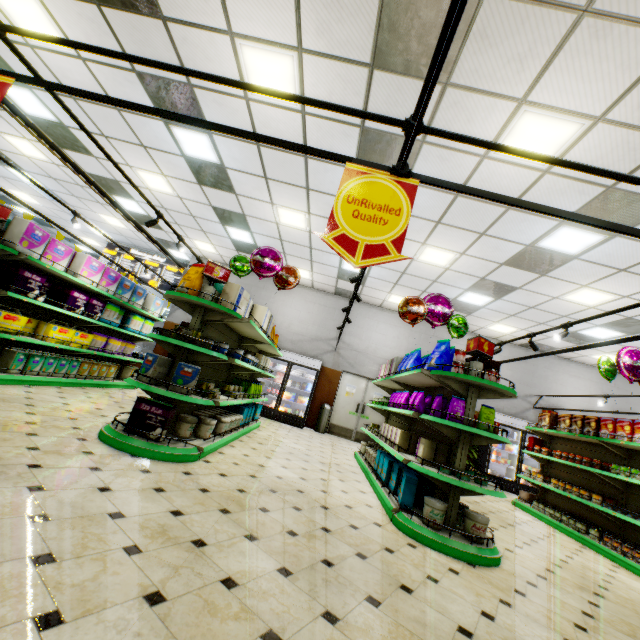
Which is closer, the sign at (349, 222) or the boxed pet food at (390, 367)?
the sign at (349, 222)

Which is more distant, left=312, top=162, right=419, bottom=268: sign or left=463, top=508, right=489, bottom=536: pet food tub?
left=463, top=508, right=489, bottom=536: pet food tub

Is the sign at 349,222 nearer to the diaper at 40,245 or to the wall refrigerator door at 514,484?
the diaper at 40,245

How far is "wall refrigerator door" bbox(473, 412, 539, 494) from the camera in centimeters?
1007cm

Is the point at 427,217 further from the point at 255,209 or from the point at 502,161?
the point at 255,209

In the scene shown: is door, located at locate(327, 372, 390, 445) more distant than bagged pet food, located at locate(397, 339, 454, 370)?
Yes

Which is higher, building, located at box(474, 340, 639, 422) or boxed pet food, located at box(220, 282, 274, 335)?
building, located at box(474, 340, 639, 422)

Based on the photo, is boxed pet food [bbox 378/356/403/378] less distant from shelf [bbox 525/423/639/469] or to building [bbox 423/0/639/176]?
building [bbox 423/0/639/176]
